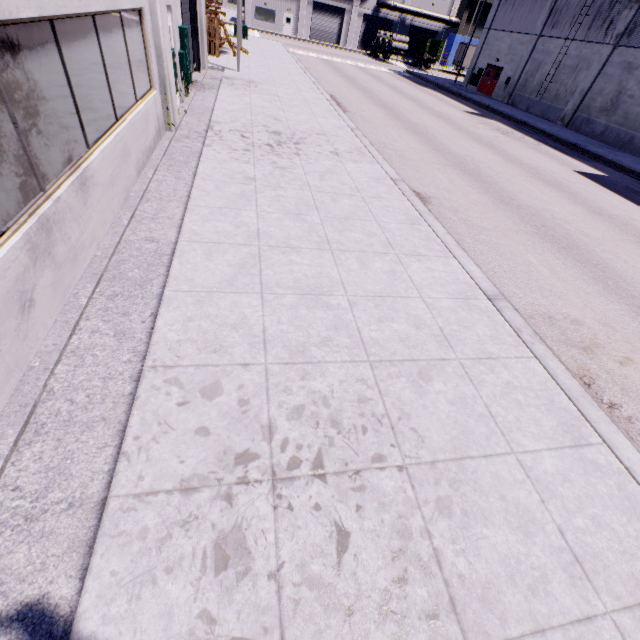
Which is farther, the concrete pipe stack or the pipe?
the pipe

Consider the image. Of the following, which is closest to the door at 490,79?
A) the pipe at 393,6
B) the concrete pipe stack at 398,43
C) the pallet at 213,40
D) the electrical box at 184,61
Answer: the pallet at 213,40

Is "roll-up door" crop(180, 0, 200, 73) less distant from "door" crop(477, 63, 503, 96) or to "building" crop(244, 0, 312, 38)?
"building" crop(244, 0, 312, 38)

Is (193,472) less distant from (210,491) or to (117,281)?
(210,491)

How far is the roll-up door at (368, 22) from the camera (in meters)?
50.53

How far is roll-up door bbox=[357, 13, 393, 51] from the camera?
50.53m

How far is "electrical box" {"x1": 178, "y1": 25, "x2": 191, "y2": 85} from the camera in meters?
10.4

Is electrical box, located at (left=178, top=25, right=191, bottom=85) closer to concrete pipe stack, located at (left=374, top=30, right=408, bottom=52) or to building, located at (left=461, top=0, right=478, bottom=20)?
building, located at (left=461, top=0, right=478, bottom=20)
